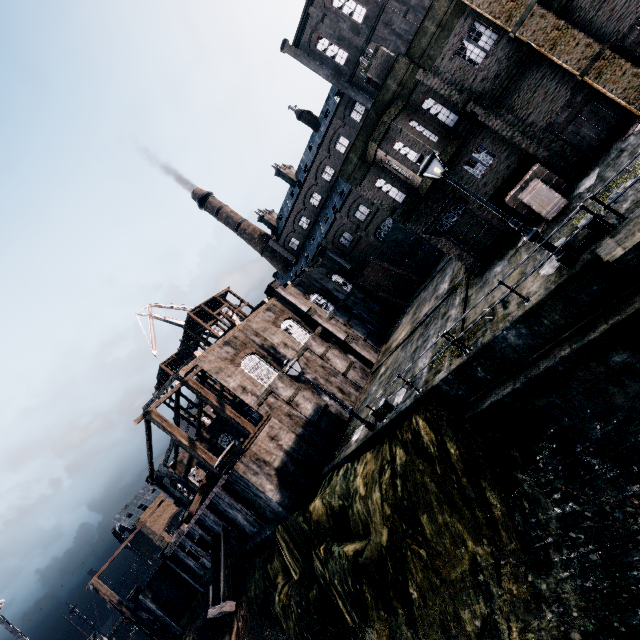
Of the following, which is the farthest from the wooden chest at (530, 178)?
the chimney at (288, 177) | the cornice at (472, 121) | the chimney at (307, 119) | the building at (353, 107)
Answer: the chimney at (288, 177)

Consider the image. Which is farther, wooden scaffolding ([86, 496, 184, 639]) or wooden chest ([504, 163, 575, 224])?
wooden scaffolding ([86, 496, 184, 639])

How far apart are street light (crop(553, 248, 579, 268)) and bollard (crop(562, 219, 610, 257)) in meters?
0.4 m

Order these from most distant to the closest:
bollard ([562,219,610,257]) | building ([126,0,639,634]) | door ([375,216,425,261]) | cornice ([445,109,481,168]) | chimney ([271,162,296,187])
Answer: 1. chimney ([271,162,296,187])
2. door ([375,216,425,261])
3. cornice ([445,109,481,168])
4. building ([126,0,639,634])
5. bollard ([562,219,610,257])

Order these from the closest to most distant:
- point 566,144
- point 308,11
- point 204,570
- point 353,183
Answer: point 566,144
point 353,183
point 204,570
point 308,11

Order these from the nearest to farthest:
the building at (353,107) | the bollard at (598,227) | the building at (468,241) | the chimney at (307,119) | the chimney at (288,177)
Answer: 1. the bollard at (598,227)
2. the building at (353,107)
3. the building at (468,241)
4. the chimney at (307,119)
5. the chimney at (288,177)

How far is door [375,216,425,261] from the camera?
43.09m

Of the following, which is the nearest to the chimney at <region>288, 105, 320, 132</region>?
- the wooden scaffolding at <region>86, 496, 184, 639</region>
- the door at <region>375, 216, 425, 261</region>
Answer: the door at <region>375, 216, 425, 261</region>
